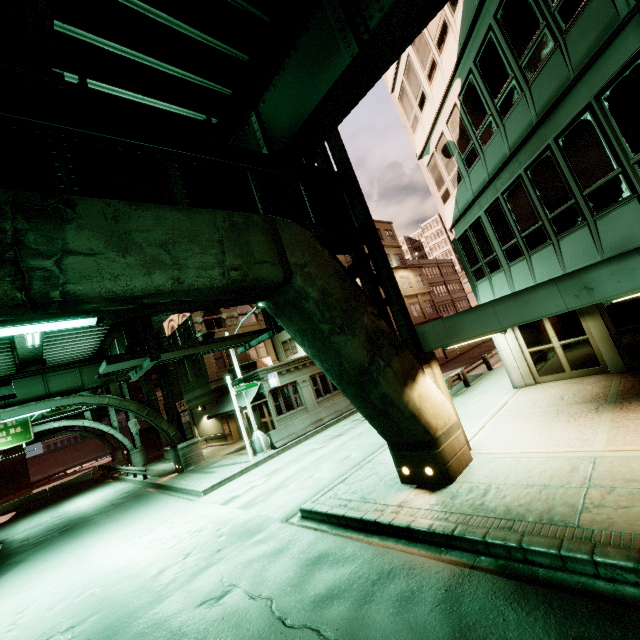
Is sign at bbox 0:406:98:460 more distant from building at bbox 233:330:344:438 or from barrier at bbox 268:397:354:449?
barrier at bbox 268:397:354:449

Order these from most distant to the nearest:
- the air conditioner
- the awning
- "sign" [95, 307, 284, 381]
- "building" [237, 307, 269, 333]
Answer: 1. "building" [237, 307, 269, 333]
2. the air conditioner
3. the awning
4. "sign" [95, 307, 284, 381]

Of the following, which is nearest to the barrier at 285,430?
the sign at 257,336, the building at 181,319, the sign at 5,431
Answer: the building at 181,319

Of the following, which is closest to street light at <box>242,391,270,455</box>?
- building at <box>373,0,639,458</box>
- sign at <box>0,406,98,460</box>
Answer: building at <box>373,0,639,458</box>

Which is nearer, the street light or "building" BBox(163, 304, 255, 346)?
the street light

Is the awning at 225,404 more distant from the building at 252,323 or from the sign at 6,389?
the sign at 6,389

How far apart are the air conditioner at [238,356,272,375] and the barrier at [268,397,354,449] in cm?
782

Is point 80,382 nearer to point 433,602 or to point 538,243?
point 433,602
